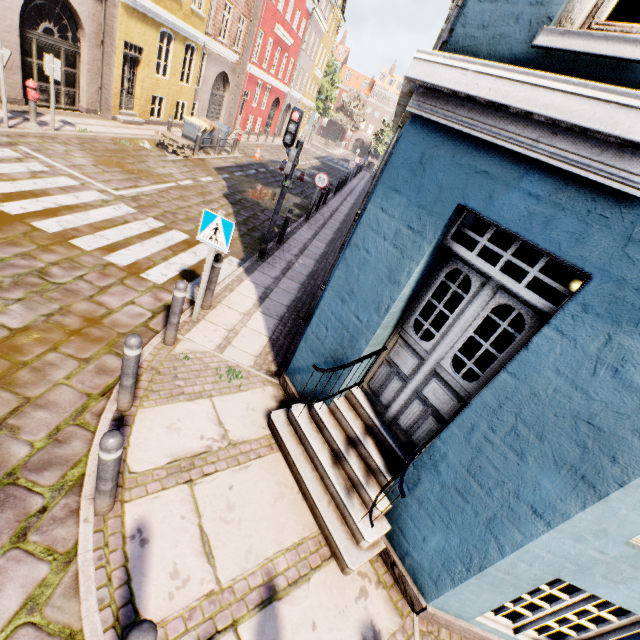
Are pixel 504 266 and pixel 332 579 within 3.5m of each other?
no

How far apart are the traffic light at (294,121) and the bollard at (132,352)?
5.7 meters

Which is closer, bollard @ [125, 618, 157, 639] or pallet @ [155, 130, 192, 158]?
bollard @ [125, 618, 157, 639]

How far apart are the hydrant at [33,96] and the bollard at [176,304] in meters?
9.4

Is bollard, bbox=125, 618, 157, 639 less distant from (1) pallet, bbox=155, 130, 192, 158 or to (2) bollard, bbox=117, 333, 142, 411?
(2) bollard, bbox=117, 333, 142, 411

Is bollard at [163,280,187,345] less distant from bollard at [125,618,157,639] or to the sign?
the sign

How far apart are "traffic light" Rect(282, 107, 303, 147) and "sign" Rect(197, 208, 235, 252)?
3.6m

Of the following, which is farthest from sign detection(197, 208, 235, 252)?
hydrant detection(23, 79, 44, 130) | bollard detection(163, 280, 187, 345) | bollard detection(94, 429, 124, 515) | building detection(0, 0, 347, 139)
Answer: hydrant detection(23, 79, 44, 130)
